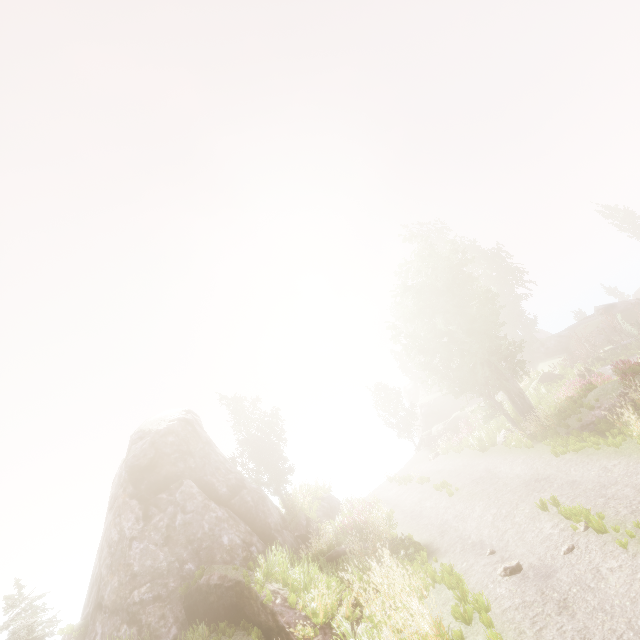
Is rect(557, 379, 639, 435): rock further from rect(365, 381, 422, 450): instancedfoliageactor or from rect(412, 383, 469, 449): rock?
rect(412, 383, 469, 449): rock

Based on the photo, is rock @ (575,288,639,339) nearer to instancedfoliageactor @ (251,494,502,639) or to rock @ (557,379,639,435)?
instancedfoliageactor @ (251,494,502,639)

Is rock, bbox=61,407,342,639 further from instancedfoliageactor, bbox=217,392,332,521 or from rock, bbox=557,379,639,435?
rock, bbox=557,379,639,435

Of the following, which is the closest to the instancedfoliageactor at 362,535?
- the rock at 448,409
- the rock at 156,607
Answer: the rock at 156,607

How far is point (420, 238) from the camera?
22.80m

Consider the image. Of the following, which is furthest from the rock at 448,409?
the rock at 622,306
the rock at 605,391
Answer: the rock at 605,391

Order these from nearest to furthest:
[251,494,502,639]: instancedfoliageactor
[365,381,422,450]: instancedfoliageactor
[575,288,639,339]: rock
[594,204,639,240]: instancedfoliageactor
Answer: [251,494,502,639]: instancedfoliageactor
[575,288,639,339]: rock
[365,381,422,450]: instancedfoliageactor
[594,204,639,240]: instancedfoliageactor

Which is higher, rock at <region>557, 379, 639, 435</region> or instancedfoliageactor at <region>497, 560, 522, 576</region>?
rock at <region>557, 379, 639, 435</region>
